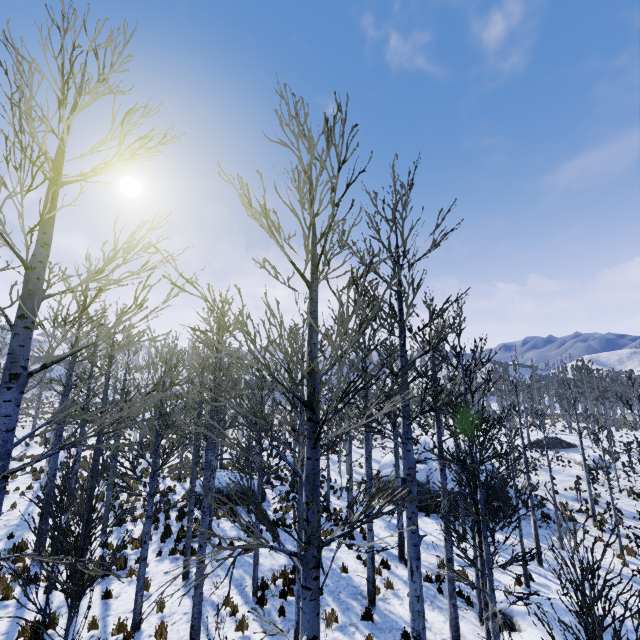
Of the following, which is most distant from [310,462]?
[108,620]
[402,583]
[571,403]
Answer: [571,403]

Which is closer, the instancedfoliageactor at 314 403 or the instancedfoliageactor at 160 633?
the instancedfoliageactor at 314 403

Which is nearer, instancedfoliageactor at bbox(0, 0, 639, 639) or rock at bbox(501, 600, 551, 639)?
instancedfoliageactor at bbox(0, 0, 639, 639)

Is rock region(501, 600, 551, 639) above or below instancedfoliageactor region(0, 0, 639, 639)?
below

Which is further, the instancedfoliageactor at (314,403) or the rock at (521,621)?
the rock at (521,621)

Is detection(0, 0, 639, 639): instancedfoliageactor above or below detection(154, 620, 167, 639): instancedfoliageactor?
above

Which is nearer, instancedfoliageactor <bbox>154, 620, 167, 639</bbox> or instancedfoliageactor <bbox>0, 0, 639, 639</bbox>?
instancedfoliageactor <bbox>0, 0, 639, 639</bbox>
